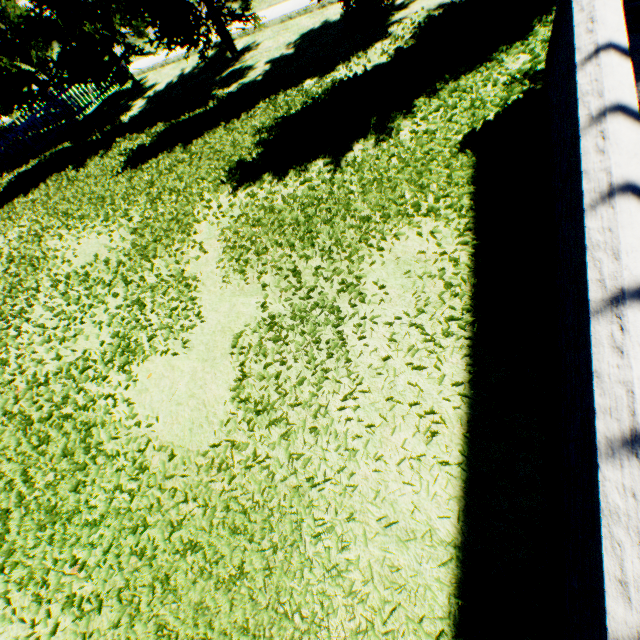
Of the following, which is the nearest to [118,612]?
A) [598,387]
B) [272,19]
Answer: [598,387]
